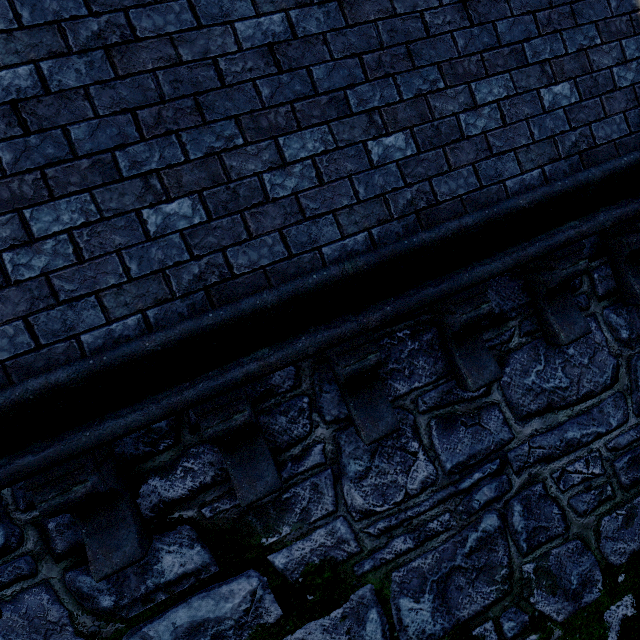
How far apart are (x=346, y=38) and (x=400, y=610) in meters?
4.4
